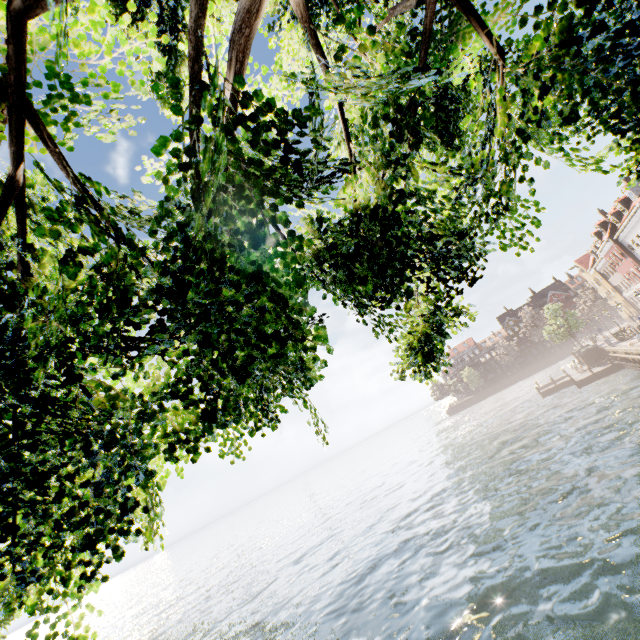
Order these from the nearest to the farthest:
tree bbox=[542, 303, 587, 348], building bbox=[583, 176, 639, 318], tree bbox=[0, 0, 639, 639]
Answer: tree bbox=[0, 0, 639, 639]
building bbox=[583, 176, 639, 318]
tree bbox=[542, 303, 587, 348]

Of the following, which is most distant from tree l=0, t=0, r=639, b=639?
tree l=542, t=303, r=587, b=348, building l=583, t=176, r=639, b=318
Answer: tree l=542, t=303, r=587, b=348

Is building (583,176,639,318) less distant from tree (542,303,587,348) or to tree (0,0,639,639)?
tree (0,0,639,639)

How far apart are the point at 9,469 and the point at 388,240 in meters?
2.0

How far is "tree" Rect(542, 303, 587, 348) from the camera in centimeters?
4134cm

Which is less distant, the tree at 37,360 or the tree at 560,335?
the tree at 37,360

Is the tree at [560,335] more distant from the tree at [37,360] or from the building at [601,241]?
the tree at [37,360]

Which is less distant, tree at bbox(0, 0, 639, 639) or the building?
tree at bbox(0, 0, 639, 639)
